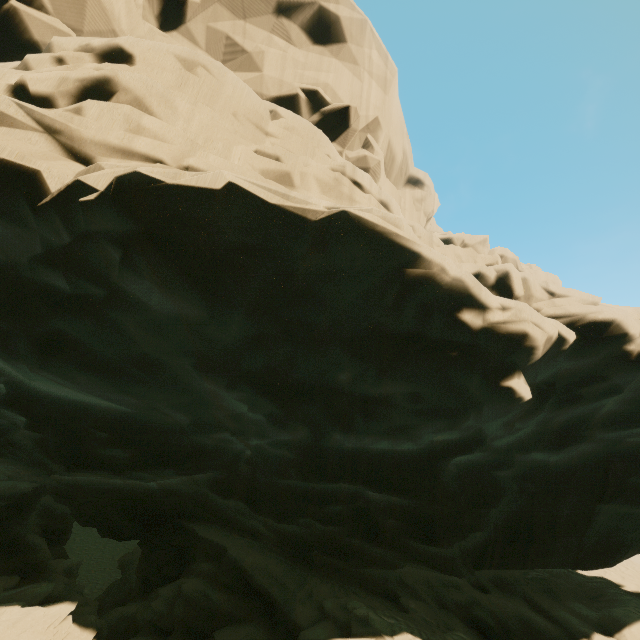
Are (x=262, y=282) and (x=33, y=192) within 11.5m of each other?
yes
